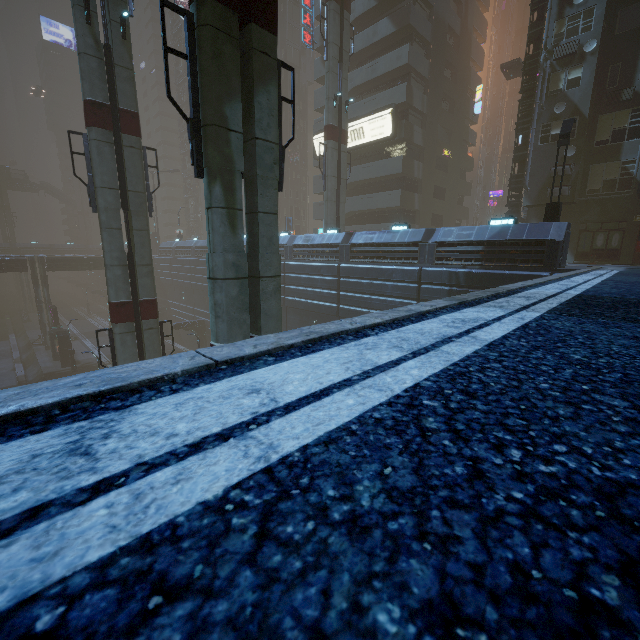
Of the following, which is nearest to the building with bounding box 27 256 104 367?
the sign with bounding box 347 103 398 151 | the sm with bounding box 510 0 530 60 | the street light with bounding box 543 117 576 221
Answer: the sign with bounding box 347 103 398 151

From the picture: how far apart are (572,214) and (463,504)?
28.96m

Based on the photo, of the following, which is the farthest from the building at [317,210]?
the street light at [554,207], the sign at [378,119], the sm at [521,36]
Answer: the sm at [521,36]

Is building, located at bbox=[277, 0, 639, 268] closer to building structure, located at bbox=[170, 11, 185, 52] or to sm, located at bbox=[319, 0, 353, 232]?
building structure, located at bbox=[170, 11, 185, 52]

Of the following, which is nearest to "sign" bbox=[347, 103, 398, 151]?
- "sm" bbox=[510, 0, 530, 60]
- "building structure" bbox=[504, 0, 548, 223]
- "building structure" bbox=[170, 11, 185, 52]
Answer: "building structure" bbox=[504, 0, 548, 223]

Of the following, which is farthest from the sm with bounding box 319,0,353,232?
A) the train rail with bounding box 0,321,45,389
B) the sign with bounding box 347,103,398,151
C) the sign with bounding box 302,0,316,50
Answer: the train rail with bounding box 0,321,45,389

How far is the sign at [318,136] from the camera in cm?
3538

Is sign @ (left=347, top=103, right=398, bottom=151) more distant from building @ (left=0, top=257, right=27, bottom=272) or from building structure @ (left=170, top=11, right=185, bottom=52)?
building structure @ (left=170, top=11, right=185, bottom=52)
